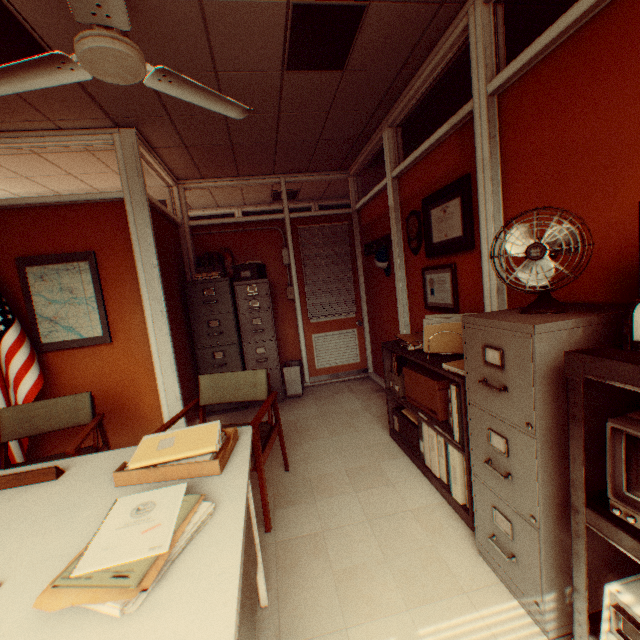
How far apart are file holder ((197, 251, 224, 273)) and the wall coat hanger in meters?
2.2

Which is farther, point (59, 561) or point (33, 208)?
point (33, 208)

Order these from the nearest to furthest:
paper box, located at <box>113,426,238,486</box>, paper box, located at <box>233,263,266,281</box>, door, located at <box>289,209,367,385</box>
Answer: paper box, located at <box>113,426,238,486</box> < paper box, located at <box>233,263,266,281</box> < door, located at <box>289,209,367,385</box>

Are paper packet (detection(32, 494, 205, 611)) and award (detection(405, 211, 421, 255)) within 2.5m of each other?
no

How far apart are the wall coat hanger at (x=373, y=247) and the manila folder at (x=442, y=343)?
1.84m

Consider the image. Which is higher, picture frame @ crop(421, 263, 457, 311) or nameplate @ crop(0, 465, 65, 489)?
picture frame @ crop(421, 263, 457, 311)

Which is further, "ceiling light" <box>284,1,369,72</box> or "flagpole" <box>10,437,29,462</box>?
"flagpole" <box>10,437,29,462</box>

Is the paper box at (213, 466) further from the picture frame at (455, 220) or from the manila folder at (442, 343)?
the picture frame at (455, 220)
